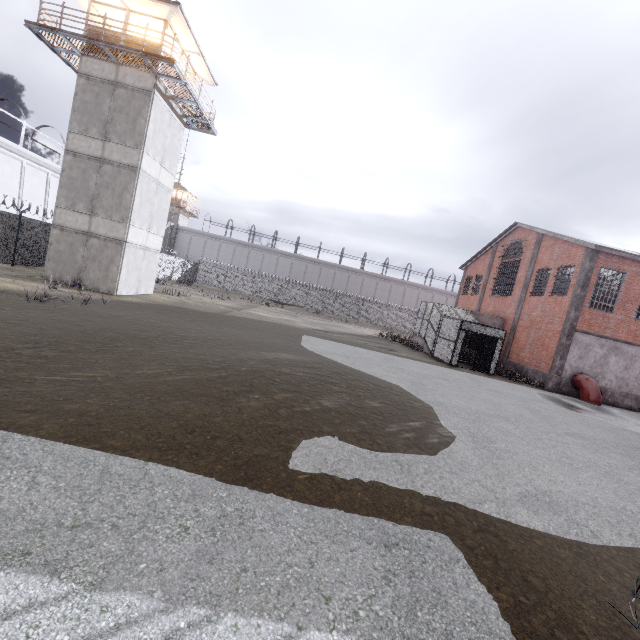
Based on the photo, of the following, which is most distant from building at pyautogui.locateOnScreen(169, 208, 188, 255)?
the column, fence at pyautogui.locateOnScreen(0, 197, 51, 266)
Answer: the column

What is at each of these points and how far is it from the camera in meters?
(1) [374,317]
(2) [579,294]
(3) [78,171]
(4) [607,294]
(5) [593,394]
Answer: (1) fence, 46.6 m
(2) column, 19.3 m
(3) building, 17.2 m
(4) window, 34.6 m
(5) pipe, 18.4 m

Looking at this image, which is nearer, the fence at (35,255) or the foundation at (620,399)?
the fence at (35,255)

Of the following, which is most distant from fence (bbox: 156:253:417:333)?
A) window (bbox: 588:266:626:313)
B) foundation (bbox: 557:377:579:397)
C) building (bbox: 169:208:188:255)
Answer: foundation (bbox: 557:377:579:397)

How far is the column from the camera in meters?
19.2

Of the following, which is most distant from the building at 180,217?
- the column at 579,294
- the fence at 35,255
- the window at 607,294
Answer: the column at 579,294

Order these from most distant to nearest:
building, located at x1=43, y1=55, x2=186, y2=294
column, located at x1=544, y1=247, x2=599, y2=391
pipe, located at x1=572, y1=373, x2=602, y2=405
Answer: column, located at x1=544, y1=247, x2=599, y2=391 < pipe, located at x1=572, y1=373, x2=602, y2=405 < building, located at x1=43, y1=55, x2=186, y2=294

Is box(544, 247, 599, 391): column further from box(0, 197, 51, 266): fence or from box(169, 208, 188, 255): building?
box(169, 208, 188, 255): building
